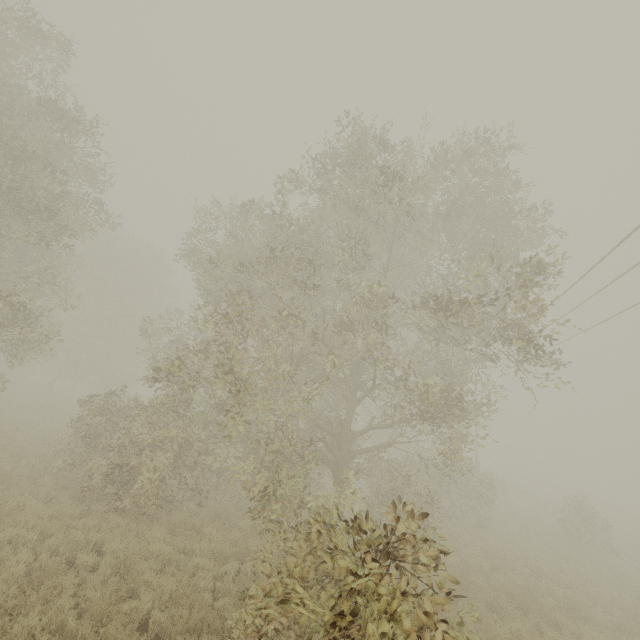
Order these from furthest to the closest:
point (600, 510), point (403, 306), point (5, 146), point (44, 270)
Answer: point (600, 510) < point (403, 306) < point (44, 270) < point (5, 146)
